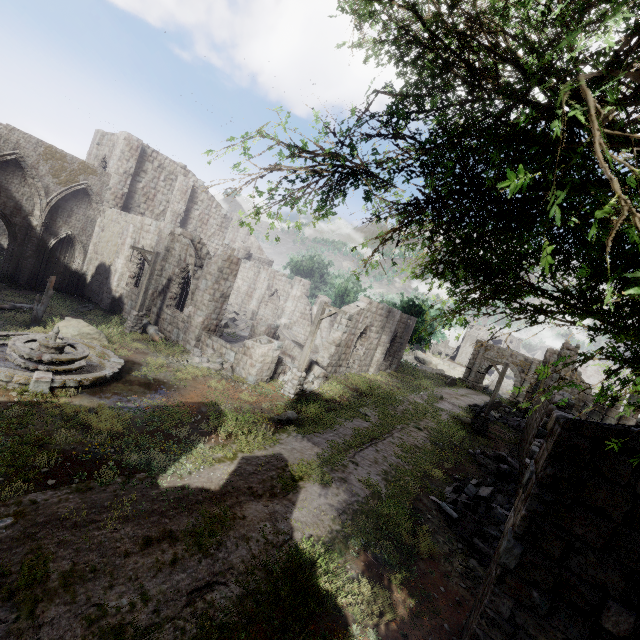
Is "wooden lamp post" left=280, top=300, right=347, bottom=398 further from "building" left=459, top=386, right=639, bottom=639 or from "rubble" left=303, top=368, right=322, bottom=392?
"building" left=459, top=386, right=639, bottom=639

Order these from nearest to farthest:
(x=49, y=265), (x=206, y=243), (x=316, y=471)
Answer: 1. (x=316, y=471)
2. (x=49, y=265)
3. (x=206, y=243)

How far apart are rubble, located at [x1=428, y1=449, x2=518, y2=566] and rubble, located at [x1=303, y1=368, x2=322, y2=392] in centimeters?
753cm

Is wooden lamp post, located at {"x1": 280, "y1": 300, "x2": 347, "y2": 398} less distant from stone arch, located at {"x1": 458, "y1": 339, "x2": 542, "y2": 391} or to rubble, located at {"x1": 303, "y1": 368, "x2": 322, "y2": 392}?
rubble, located at {"x1": 303, "y1": 368, "x2": 322, "y2": 392}

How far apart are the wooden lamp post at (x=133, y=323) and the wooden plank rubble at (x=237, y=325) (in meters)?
8.07

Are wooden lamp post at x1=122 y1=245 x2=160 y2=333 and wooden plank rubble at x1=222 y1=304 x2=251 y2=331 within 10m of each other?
yes

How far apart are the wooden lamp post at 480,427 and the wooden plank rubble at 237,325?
17.4 meters

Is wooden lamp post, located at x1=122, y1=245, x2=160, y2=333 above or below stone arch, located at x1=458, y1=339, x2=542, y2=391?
below
